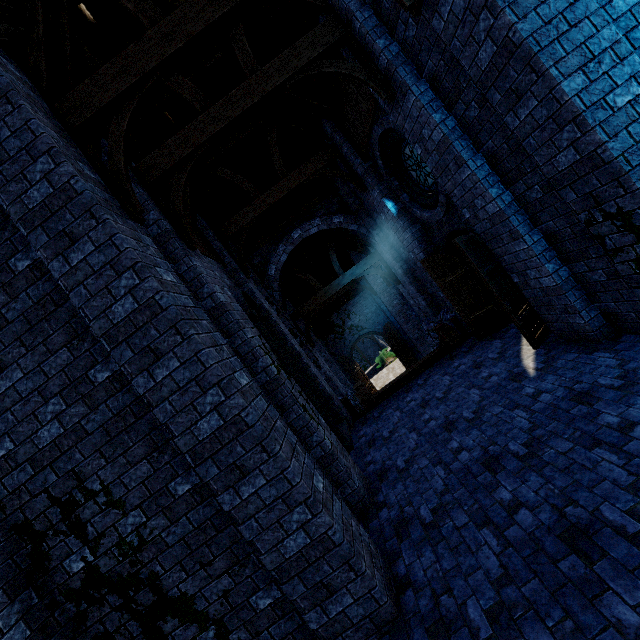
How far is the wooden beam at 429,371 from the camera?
8.7m

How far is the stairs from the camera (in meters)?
9.05

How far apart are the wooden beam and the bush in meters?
18.9 m

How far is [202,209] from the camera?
9.5m

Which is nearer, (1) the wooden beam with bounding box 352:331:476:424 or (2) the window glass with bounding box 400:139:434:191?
(2) the window glass with bounding box 400:139:434:191

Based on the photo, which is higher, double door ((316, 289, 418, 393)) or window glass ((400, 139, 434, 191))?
window glass ((400, 139, 434, 191))

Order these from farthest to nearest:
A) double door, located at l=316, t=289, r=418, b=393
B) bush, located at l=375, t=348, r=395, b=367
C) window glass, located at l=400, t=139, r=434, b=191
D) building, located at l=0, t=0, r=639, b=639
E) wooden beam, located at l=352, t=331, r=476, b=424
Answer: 1. bush, located at l=375, t=348, r=395, b=367
2. double door, located at l=316, t=289, r=418, b=393
3. wooden beam, located at l=352, t=331, r=476, b=424
4. window glass, located at l=400, t=139, r=434, b=191
5. building, located at l=0, t=0, r=639, b=639

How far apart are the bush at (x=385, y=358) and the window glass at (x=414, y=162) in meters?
21.3 m
